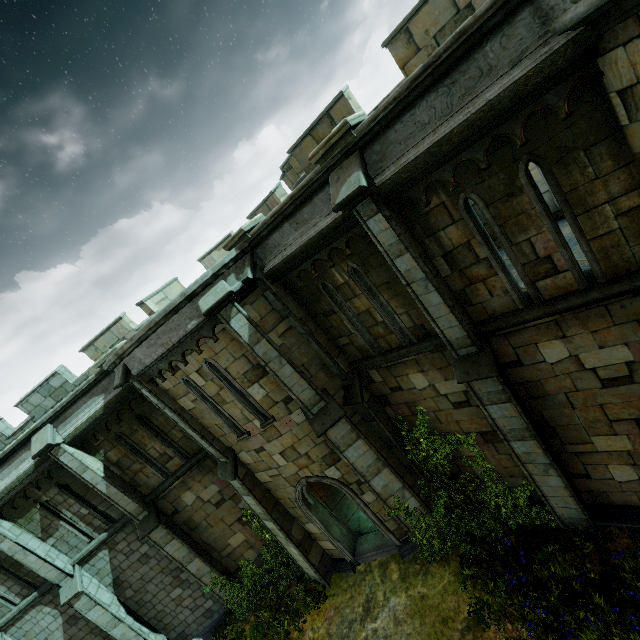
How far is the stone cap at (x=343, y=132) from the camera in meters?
5.3

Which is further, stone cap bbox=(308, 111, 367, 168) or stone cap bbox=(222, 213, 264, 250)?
stone cap bbox=(222, 213, 264, 250)

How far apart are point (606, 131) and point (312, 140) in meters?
7.1

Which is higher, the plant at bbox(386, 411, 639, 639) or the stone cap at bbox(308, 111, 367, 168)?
the stone cap at bbox(308, 111, 367, 168)

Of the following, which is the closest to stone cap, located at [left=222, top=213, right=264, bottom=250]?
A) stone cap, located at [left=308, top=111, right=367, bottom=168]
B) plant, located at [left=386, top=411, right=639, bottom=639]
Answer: stone cap, located at [left=308, top=111, right=367, bottom=168]

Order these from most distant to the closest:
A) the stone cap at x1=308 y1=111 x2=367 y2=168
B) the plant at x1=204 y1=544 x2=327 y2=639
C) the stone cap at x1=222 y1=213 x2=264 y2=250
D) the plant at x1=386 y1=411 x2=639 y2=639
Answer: the plant at x1=204 y1=544 x2=327 y2=639, the stone cap at x1=222 y1=213 x2=264 y2=250, the plant at x1=386 y1=411 x2=639 y2=639, the stone cap at x1=308 y1=111 x2=367 y2=168

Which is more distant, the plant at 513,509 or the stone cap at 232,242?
the stone cap at 232,242

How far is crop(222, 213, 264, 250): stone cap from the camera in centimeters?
Result: 760cm
